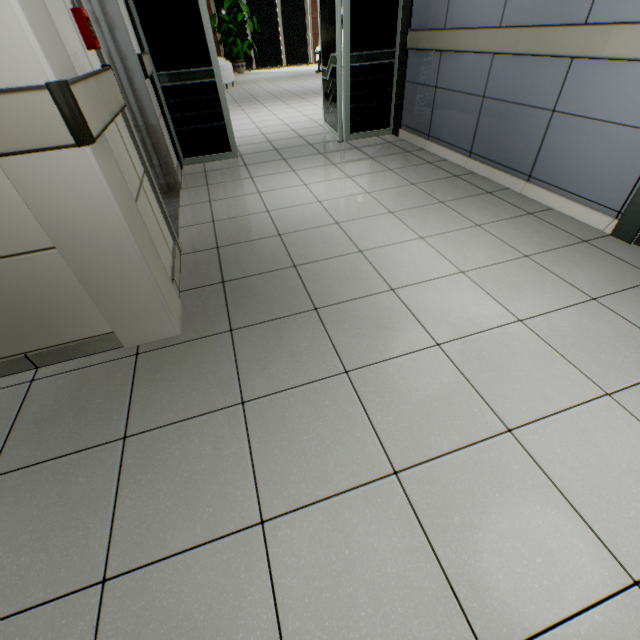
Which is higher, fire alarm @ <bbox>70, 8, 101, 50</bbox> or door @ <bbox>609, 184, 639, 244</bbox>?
fire alarm @ <bbox>70, 8, 101, 50</bbox>

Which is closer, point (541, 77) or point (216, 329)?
point (216, 329)

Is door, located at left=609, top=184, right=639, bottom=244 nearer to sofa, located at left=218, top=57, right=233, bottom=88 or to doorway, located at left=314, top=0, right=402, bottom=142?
doorway, located at left=314, top=0, right=402, bottom=142

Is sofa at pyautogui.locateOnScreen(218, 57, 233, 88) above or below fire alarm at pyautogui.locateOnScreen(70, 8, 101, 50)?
below

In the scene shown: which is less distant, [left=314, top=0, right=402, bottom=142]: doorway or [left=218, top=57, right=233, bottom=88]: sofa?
[left=314, top=0, right=402, bottom=142]: doorway

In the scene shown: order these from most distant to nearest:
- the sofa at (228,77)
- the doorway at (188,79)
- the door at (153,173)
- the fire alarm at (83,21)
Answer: the sofa at (228,77) < the doorway at (188,79) < the door at (153,173) < the fire alarm at (83,21)

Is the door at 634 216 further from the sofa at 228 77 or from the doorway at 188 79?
the sofa at 228 77

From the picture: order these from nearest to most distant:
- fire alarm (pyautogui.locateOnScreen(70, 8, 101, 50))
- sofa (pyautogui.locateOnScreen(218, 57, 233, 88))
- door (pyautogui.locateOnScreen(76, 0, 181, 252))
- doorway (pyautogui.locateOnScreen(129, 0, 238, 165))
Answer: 1. fire alarm (pyautogui.locateOnScreen(70, 8, 101, 50))
2. door (pyautogui.locateOnScreen(76, 0, 181, 252))
3. doorway (pyautogui.locateOnScreen(129, 0, 238, 165))
4. sofa (pyautogui.locateOnScreen(218, 57, 233, 88))
